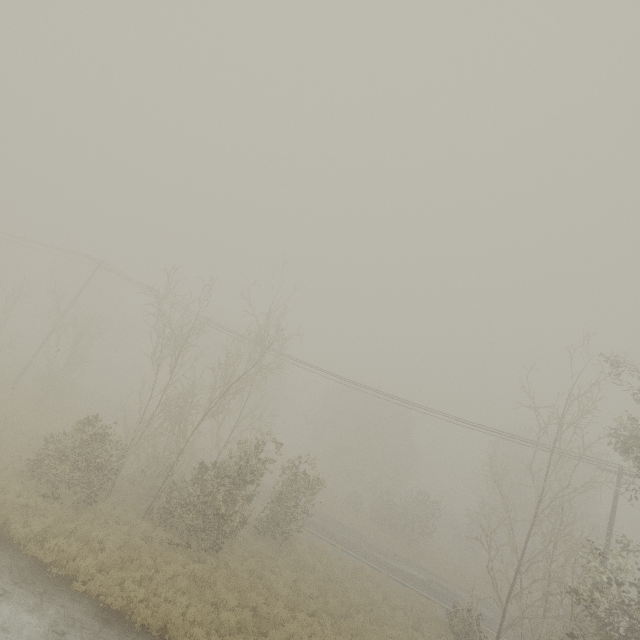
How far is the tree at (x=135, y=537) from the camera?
11.98m

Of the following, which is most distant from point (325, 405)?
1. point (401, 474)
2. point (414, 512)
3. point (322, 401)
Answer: point (414, 512)

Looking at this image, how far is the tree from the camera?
12.0m
